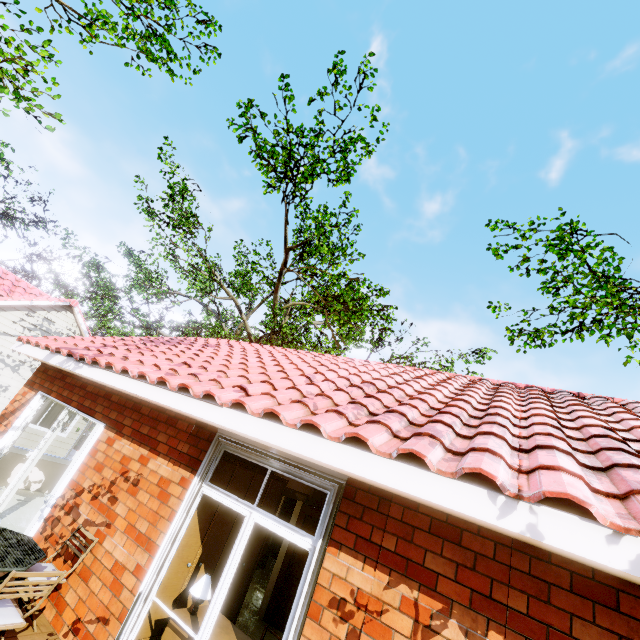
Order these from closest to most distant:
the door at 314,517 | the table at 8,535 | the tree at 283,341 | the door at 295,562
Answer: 1. the table at 8,535
2. the door at 295,562
3. the door at 314,517
4. the tree at 283,341

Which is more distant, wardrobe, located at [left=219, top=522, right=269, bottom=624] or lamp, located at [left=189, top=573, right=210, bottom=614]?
wardrobe, located at [left=219, top=522, right=269, bottom=624]

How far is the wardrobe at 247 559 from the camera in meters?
4.9 m

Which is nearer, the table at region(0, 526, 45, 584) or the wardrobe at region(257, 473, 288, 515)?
the table at region(0, 526, 45, 584)

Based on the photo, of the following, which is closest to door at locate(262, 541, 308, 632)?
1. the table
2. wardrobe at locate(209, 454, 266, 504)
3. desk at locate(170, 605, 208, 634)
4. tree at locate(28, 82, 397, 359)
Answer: wardrobe at locate(209, 454, 266, 504)

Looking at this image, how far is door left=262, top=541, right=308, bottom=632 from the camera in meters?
6.1 m

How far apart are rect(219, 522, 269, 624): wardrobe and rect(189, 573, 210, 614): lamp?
0.39m

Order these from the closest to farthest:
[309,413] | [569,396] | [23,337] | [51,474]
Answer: [309,413] → [569,396] → [23,337] → [51,474]
